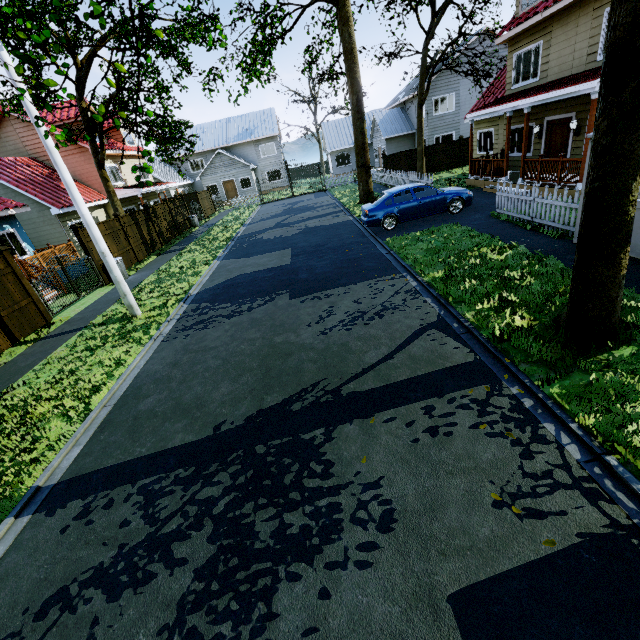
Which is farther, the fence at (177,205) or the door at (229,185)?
the door at (229,185)

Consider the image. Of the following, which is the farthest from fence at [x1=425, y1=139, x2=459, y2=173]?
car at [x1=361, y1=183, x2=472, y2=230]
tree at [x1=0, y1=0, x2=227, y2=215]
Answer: car at [x1=361, y1=183, x2=472, y2=230]

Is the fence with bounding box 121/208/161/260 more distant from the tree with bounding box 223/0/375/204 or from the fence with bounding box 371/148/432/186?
the tree with bounding box 223/0/375/204

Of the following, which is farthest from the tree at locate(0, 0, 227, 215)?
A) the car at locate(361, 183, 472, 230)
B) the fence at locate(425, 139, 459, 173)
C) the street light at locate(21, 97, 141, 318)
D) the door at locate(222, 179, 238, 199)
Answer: the door at locate(222, 179, 238, 199)

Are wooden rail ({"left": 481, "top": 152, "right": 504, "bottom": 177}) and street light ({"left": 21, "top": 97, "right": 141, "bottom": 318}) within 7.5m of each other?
no

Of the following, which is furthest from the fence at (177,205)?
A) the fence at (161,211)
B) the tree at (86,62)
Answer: the tree at (86,62)

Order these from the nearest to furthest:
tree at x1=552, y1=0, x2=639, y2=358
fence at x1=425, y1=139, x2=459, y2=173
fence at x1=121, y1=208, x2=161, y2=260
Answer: tree at x1=552, y1=0, x2=639, y2=358 → fence at x1=121, y1=208, x2=161, y2=260 → fence at x1=425, y1=139, x2=459, y2=173

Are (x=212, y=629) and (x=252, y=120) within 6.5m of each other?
no
